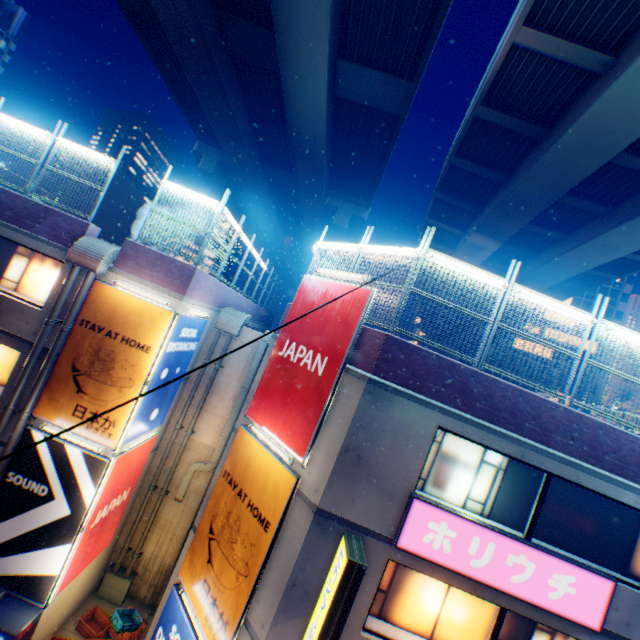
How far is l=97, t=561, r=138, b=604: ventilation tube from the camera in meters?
12.2

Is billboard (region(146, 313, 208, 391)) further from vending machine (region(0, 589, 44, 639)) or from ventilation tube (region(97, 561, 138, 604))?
ventilation tube (region(97, 561, 138, 604))

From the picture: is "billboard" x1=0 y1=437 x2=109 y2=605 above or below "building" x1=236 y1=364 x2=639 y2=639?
below

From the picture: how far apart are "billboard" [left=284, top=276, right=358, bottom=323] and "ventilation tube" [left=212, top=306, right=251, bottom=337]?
4.1m

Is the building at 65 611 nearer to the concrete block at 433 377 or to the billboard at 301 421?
the billboard at 301 421

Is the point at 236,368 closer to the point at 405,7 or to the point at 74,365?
the point at 74,365

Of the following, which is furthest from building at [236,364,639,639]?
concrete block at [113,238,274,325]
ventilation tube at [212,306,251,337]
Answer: ventilation tube at [212,306,251,337]

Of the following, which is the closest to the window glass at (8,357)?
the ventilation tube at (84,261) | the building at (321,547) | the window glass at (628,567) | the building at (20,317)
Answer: the building at (20,317)
